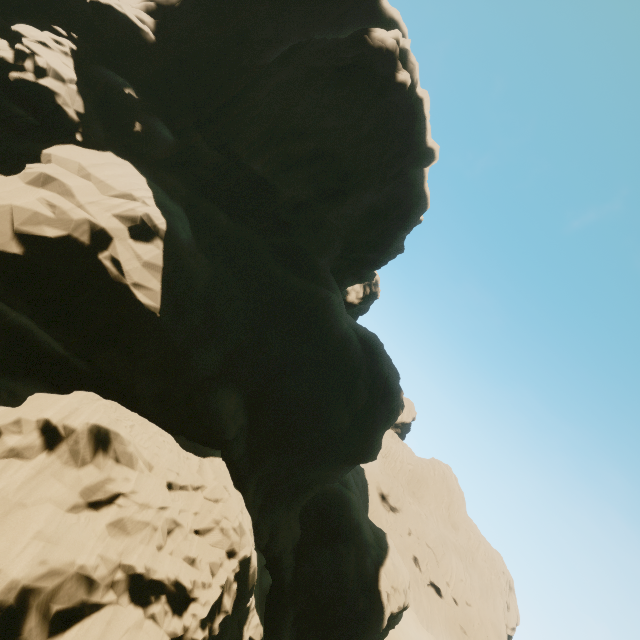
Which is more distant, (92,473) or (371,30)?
(371,30)
